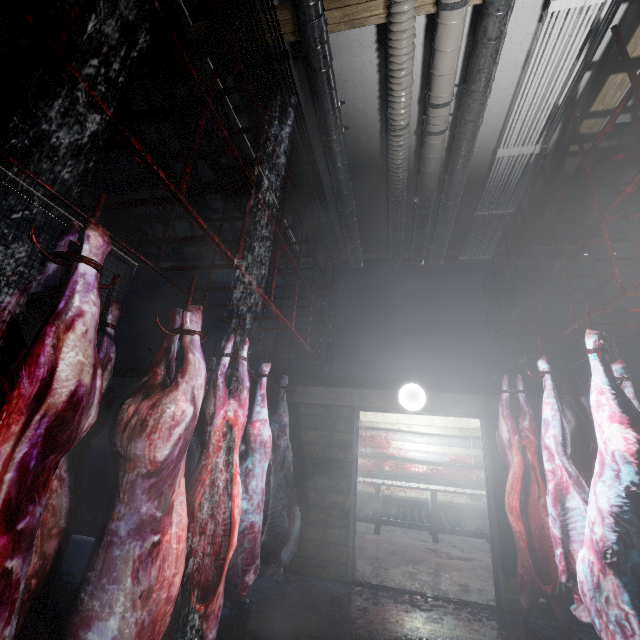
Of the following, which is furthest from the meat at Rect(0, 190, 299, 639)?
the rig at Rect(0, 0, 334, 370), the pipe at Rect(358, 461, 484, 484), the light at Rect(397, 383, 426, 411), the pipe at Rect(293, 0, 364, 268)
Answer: the pipe at Rect(358, 461, 484, 484)

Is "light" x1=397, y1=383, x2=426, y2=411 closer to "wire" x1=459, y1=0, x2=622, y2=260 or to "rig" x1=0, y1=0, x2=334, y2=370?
"rig" x1=0, y1=0, x2=334, y2=370

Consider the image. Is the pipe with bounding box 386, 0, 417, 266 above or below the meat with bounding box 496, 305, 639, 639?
above

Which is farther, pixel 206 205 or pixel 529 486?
pixel 206 205

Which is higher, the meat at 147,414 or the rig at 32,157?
the rig at 32,157

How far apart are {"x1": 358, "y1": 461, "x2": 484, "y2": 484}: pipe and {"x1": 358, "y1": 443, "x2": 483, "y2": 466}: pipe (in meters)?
0.12

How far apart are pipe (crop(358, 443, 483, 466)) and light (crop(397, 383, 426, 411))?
3.45m

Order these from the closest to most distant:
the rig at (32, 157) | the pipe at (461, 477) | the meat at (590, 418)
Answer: the rig at (32, 157)
the meat at (590, 418)
the pipe at (461, 477)
